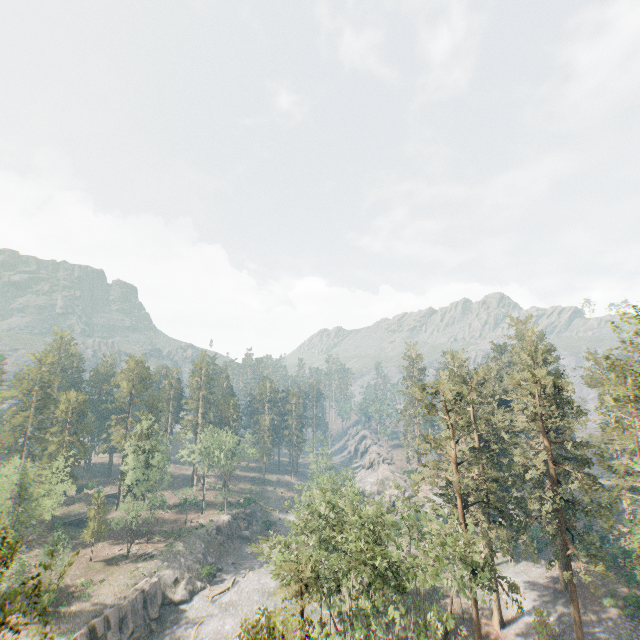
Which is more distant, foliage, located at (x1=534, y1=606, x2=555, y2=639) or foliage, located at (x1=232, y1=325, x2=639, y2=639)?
foliage, located at (x1=534, y1=606, x2=555, y2=639)

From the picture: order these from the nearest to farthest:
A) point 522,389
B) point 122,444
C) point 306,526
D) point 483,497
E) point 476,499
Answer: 1. point 483,497
2. point 476,499
3. point 522,389
4. point 306,526
5. point 122,444

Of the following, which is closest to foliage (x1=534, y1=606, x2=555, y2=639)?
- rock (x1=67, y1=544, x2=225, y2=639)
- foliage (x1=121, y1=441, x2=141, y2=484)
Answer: rock (x1=67, y1=544, x2=225, y2=639)

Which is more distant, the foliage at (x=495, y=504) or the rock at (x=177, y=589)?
the rock at (x=177, y=589)

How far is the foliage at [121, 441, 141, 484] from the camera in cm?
5803

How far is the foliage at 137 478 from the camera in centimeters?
5803cm
